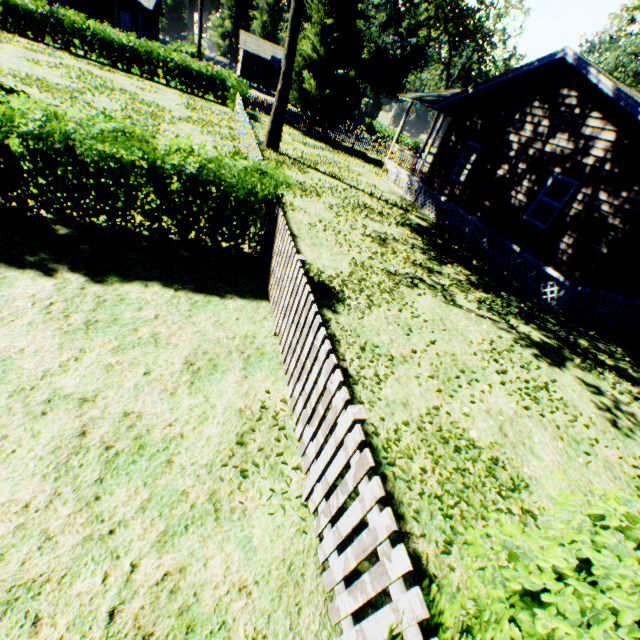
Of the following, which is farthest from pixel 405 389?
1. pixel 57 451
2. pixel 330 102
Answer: pixel 330 102

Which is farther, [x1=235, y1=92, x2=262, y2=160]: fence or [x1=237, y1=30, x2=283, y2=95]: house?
[x1=237, y1=30, x2=283, y2=95]: house

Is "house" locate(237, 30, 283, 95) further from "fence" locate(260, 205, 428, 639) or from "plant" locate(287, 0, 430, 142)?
"fence" locate(260, 205, 428, 639)

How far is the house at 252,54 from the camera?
49.2 meters

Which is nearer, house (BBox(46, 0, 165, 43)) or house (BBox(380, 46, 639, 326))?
house (BBox(380, 46, 639, 326))

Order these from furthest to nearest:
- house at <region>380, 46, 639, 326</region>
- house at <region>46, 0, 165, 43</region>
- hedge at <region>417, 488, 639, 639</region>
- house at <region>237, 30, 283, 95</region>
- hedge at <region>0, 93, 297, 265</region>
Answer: house at <region>237, 30, 283, 95</region>
house at <region>46, 0, 165, 43</region>
house at <region>380, 46, 639, 326</region>
hedge at <region>0, 93, 297, 265</region>
hedge at <region>417, 488, 639, 639</region>

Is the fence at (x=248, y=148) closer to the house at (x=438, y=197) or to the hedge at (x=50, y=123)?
the hedge at (x=50, y=123)

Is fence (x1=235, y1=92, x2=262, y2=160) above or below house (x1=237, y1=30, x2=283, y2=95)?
below
